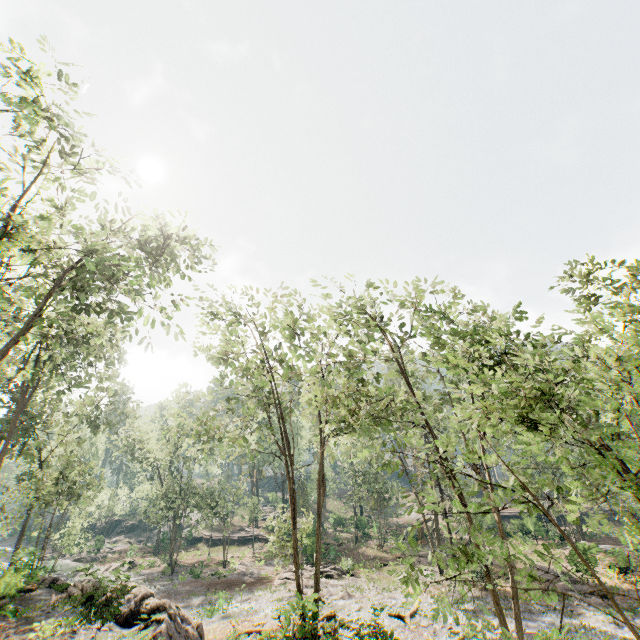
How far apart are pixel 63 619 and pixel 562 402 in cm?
2470

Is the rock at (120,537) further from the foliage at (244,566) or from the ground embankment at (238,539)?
the ground embankment at (238,539)

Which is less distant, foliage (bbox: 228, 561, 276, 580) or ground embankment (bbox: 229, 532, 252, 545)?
foliage (bbox: 228, 561, 276, 580)

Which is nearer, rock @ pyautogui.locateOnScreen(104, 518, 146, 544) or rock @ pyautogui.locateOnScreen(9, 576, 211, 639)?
rock @ pyautogui.locateOnScreen(9, 576, 211, 639)

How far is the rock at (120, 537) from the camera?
54.8 meters

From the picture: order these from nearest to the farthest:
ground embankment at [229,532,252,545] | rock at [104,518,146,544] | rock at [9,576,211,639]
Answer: rock at [9,576,211,639] < ground embankment at [229,532,252,545] < rock at [104,518,146,544]

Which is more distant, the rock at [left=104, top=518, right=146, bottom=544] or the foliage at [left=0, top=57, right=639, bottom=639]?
the rock at [left=104, top=518, right=146, bottom=544]

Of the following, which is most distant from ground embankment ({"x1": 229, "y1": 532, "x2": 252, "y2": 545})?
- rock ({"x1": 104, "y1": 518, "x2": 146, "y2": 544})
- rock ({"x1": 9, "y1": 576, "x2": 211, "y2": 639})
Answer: rock ({"x1": 9, "y1": 576, "x2": 211, "y2": 639})
